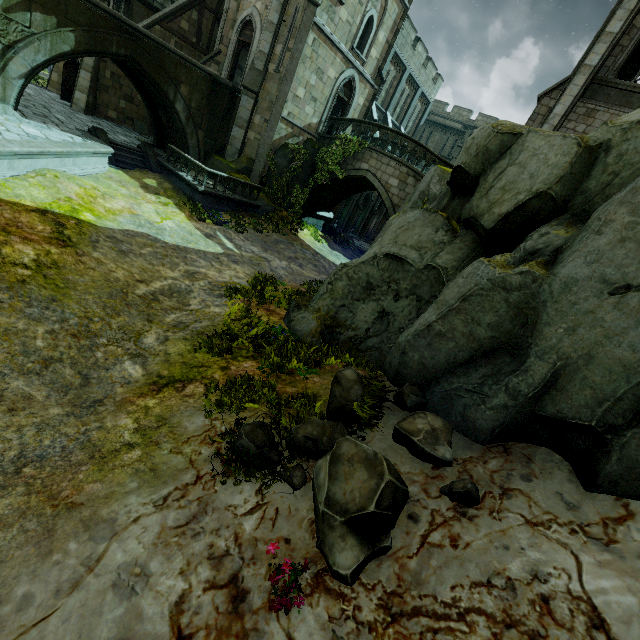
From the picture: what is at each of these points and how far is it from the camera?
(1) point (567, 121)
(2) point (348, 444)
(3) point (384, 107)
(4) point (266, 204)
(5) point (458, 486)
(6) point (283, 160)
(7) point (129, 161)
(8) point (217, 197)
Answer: (1) building, 15.7m
(2) rock, 3.8m
(3) building, 27.9m
(4) rock, 19.0m
(5) rock, 3.8m
(6) rock, 19.1m
(7) stair, 16.3m
(8) wall trim, 16.5m

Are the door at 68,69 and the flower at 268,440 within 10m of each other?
no

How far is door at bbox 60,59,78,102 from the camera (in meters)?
19.38

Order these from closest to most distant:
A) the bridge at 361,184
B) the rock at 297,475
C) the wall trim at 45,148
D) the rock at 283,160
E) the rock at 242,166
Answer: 1. the rock at 297,475
2. the wall trim at 45,148
3. the bridge at 361,184
4. the rock at 242,166
5. the rock at 283,160

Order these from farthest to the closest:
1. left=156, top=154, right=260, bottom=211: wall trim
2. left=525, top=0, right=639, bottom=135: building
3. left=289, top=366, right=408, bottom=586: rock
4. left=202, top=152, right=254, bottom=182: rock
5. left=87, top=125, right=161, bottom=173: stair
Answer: left=202, top=152, right=254, bottom=182: rock < left=156, top=154, right=260, bottom=211: wall trim < left=87, top=125, right=161, bottom=173: stair < left=525, top=0, right=639, bottom=135: building < left=289, top=366, right=408, bottom=586: rock

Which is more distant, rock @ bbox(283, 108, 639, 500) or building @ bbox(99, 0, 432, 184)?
building @ bbox(99, 0, 432, 184)

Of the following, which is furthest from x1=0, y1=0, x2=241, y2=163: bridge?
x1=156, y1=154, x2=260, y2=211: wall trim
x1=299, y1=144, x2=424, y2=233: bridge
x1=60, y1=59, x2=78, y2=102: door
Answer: x1=60, y1=59, x2=78, y2=102: door

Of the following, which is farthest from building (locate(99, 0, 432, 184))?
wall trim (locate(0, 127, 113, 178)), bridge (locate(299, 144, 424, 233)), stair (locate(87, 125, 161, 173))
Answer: wall trim (locate(0, 127, 113, 178))
